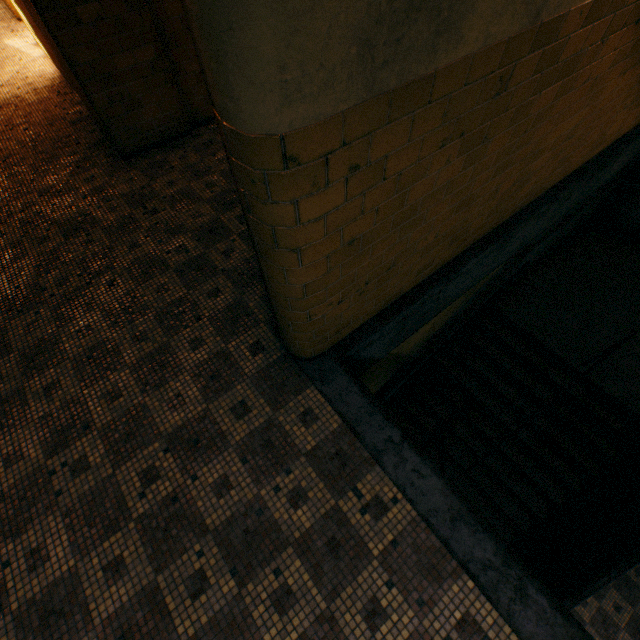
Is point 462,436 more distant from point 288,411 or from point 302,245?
point 302,245
